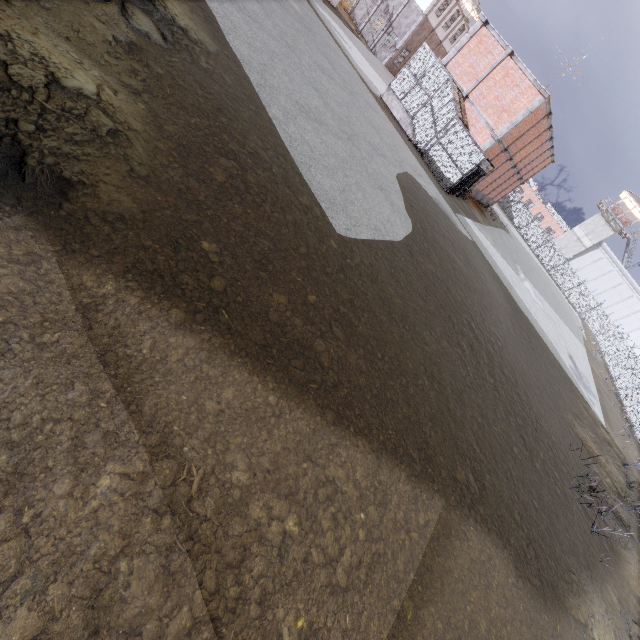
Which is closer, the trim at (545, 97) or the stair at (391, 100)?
the trim at (545, 97)

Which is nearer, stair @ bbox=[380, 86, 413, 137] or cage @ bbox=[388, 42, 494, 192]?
cage @ bbox=[388, 42, 494, 192]

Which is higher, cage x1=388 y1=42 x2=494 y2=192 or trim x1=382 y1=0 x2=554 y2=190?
trim x1=382 y1=0 x2=554 y2=190

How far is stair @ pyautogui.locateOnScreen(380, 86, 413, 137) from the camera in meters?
21.8 m

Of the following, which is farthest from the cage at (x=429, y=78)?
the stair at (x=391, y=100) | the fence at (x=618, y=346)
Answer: the fence at (x=618, y=346)

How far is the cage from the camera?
20.08m

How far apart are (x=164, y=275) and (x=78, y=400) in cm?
162

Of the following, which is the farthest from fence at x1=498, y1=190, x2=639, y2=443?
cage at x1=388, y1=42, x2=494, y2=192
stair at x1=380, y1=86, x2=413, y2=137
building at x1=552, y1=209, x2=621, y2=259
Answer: stair at x1=380, y1=86, x2=413, y2=137
